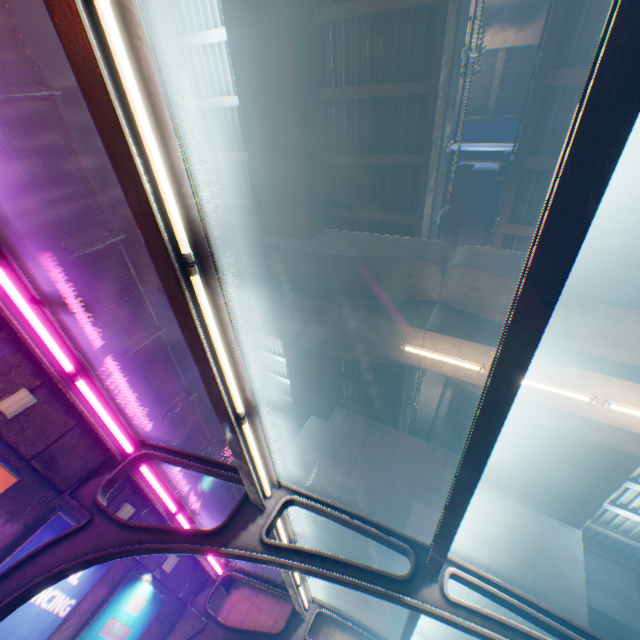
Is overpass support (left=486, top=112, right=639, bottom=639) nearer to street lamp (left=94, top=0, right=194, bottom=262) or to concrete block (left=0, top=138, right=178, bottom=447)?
concrete block (left=0, top=138, right=178, bottom=447)

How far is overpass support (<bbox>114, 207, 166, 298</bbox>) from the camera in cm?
1491

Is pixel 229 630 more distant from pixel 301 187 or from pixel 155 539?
pixel 301 187

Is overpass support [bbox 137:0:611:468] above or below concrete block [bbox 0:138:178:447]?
above

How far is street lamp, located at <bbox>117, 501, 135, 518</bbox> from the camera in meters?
7.5

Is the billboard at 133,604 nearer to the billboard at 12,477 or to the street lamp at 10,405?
the billboard at 12,477

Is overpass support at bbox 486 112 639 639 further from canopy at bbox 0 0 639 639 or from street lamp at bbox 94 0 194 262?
street lamp at bbox 94 0 194 262

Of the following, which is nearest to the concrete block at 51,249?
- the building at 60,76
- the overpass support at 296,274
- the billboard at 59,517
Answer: the billboard at 59,517
